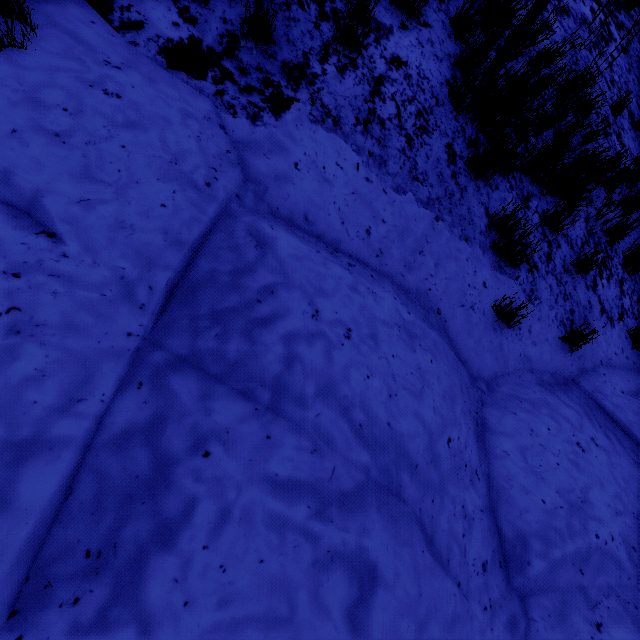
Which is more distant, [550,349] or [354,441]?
[550,349]

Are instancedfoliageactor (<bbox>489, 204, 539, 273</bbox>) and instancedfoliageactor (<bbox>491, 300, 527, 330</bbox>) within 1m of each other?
yes

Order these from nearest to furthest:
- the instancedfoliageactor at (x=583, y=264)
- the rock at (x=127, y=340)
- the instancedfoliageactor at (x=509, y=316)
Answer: the rock at (x=127, y=340), the instancedfoliageactor at (x=509, y=316), the instancedfoliageactor at (x=583, y=264)

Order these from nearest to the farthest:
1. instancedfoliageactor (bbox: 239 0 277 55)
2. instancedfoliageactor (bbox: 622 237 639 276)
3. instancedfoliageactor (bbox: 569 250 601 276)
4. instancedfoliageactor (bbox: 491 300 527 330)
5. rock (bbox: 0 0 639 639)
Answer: rock (bbox: 0 0 639 639), instancedfoliageactor (bbox: 239 0 277 55), instancedfoliageactor (bbox: 491 300 527 330), instancedfoliageactor (bbox: 569 250 601 276), instancedfoliageactor (bbox: 622 237 639 276)

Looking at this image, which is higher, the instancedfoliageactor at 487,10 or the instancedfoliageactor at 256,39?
the instancedfoliageactor at 487,10

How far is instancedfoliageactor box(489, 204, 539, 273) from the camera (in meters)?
3.14

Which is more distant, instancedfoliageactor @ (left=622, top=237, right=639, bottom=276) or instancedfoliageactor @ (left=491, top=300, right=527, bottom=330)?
A: instancedfoliageactor @ (left=622, top=237, right=639, bottom=276)

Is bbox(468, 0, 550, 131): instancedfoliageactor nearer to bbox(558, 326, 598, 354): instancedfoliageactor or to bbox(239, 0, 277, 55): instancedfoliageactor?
bbox(239, 0, 277, 55): instancedfoliageactor
